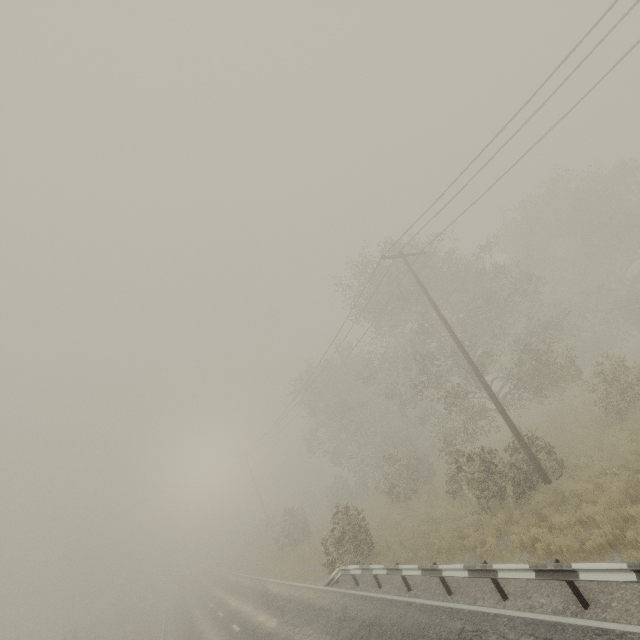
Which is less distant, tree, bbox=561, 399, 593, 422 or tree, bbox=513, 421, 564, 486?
tree, bbox=513, 421, 564, 486

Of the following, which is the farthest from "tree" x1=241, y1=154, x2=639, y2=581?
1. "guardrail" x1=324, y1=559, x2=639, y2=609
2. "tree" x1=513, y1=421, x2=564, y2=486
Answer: "guardrail" x1=324, y1=559, x2=639, y2=609

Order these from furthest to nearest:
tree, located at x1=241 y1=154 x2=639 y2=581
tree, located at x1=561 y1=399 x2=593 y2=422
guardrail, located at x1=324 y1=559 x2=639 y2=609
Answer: tree, located at x1=561 y1=399 x2=593 y2=422 → tree, located at x1=241 y1=154 x2=639 y2=581 → guardrail, located at x1=324 y1=559 x2=639 y2=609

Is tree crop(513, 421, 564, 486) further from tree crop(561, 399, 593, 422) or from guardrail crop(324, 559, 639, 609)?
tree crop(561, 399, 593, 422)

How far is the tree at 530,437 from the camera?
12.97m

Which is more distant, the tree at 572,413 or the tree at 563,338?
the tree at 572,413

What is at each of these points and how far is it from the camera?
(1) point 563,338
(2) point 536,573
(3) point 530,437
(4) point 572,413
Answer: (1) tree, 34.3m
(2) guardrail, 6.9m
(3) tree, 13.3m
(4) tree, 19.9m
